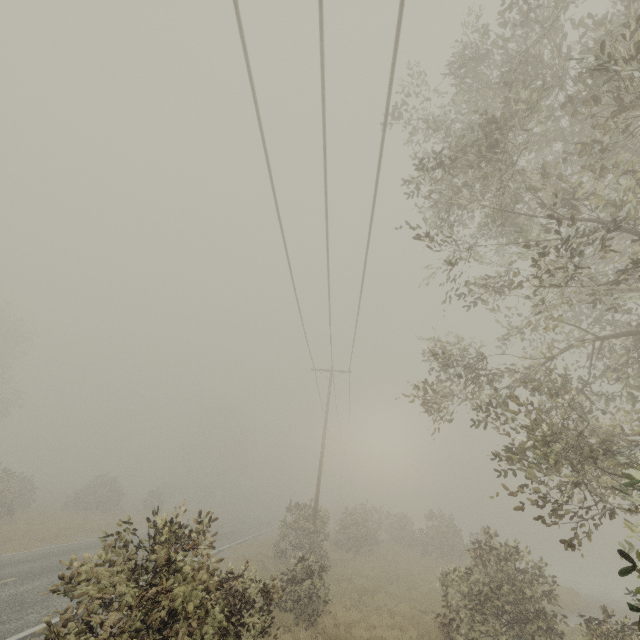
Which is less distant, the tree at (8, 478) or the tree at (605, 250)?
the tree at (605, 250)

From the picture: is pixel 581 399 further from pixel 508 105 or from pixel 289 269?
pixel 289 269

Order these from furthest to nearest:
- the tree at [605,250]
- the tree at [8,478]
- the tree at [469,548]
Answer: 1. the tree at [8,478]
2. the tree at [469,548]
3. the tree at [605,250]

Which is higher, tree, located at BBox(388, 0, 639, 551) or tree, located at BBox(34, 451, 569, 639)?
tree, located at BBox(388, 0, 639, 551)

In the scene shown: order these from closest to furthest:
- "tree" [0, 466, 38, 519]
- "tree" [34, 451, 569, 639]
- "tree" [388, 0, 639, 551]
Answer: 1. "tree" [388, 0, 639, 551]
2. "tree" [34, 451, 569, 639]
3. "tree" [0, 466, 38, 519]

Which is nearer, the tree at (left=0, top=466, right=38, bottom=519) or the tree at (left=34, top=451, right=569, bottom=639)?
the tree at (left=34, top=451, right=569, bottom=639)

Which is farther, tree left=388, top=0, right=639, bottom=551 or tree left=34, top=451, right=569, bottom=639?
tree left=34, top=451, right=569, bottom=639
